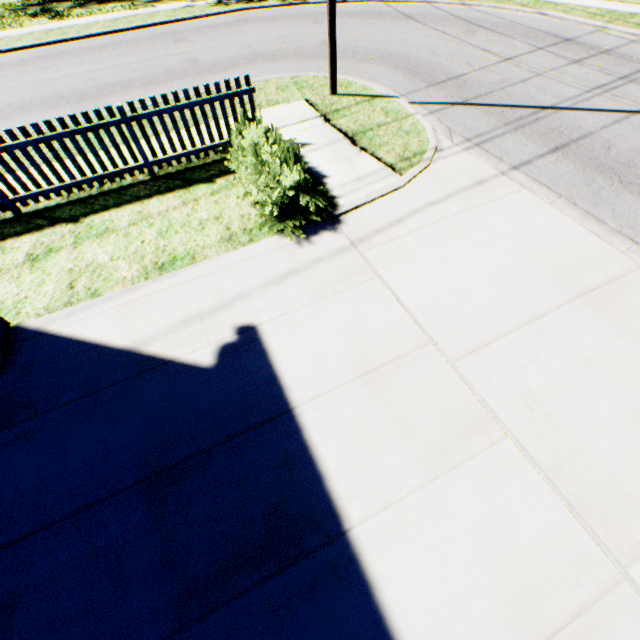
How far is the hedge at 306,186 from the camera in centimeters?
509cm

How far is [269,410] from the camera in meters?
3.5 m

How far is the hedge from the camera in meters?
5.1 m
